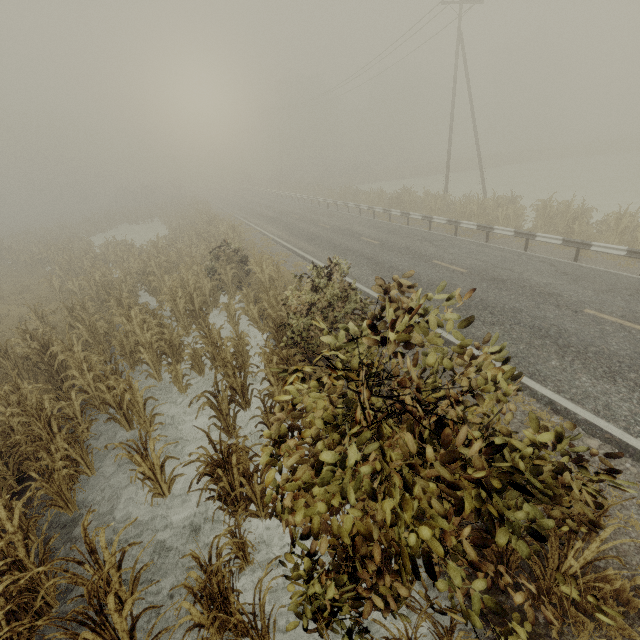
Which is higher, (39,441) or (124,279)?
(124,279)

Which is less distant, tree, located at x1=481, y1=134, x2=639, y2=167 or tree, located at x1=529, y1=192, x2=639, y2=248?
tree, located at x1=529, y1=192, x2=639, y2=248

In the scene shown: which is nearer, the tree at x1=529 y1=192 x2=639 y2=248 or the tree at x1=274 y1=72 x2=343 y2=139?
the tree at x1=529 y1=192 x2=639 y2=248

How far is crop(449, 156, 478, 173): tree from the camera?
46.0m

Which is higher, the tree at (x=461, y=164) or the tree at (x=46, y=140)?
the tree at (x=46, y=140)

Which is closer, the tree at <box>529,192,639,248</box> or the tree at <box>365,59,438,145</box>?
the tree at <box>529,192,639,248</box>

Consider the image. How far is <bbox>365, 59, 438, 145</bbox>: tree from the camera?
55.1 meters

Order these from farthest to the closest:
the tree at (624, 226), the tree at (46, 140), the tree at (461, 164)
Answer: the tree at (46, 140) → the tree at (461, 164) → the tree at (624, 226)
